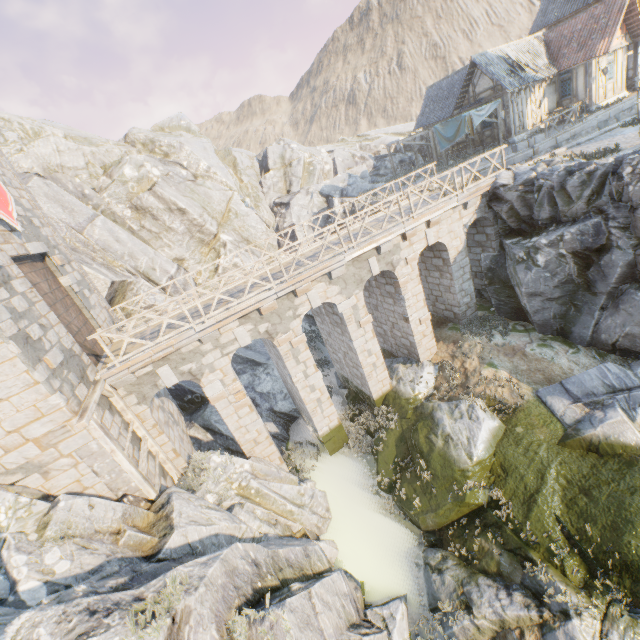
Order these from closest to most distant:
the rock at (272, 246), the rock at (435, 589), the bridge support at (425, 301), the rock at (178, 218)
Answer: the rock at (435, 589) → the bridge support at (425, 301) → the rock at (178, 218) → the rock at (272, 246)

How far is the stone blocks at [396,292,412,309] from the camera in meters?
14.3

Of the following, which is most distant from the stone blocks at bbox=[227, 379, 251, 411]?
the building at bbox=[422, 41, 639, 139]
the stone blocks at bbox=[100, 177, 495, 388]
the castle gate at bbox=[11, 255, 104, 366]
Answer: the building at bbox=[422, 41, 639, 139]

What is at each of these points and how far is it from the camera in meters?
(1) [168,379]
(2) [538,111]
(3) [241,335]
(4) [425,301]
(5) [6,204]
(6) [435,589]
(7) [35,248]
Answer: (1) stone blocks, 10.8
(2) building, 24.1
(3) stone blocks, 11.5
(4) bridge support, 14.9
(5) flag, 10.1
(6) rock, 9.1
(7) stone blocks, 10.5

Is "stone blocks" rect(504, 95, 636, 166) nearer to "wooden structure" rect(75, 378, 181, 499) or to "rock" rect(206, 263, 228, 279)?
"rock" rect(206, 263, 228, 279)

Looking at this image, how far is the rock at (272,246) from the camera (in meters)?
28.73

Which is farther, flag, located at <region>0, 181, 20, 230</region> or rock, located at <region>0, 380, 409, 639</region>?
flag, located at <region>0, 181, 20, 230</region>

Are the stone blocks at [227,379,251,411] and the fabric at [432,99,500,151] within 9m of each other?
no
